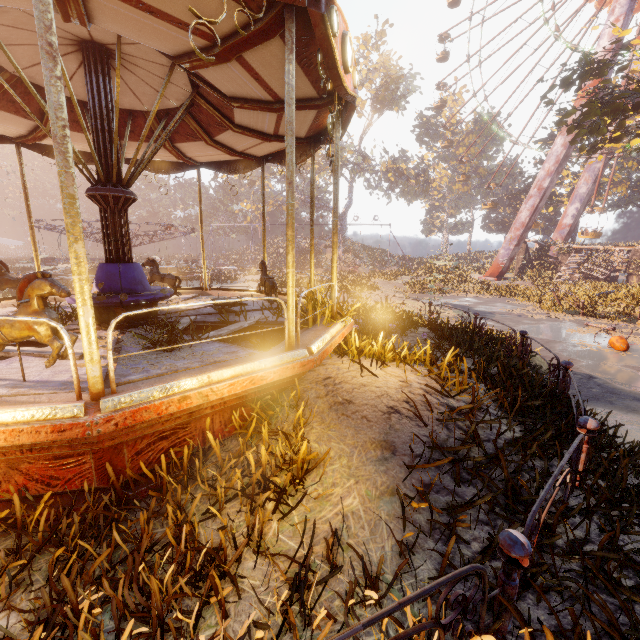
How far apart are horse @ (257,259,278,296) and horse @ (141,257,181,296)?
2.16m

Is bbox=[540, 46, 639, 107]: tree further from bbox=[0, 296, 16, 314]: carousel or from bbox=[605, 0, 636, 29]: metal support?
bbox=[0, 296, 16, 314]: carousel

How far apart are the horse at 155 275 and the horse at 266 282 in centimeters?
216cm

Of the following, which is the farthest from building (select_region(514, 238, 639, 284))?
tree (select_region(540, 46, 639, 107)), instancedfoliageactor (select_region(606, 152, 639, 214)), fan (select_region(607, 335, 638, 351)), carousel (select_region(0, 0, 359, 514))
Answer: carousel (select_region(0, 0, 359, 514))

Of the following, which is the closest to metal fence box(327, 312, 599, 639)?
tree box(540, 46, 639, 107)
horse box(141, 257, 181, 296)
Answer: horse box(141, 257, 181, 296)

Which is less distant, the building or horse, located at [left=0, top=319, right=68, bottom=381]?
horse, located at [left=0, top=319, right=68, bottom=381]

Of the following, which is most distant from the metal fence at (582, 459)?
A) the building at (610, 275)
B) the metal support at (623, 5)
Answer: the building at (610, 275)

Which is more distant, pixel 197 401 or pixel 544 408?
pixel 544 408
